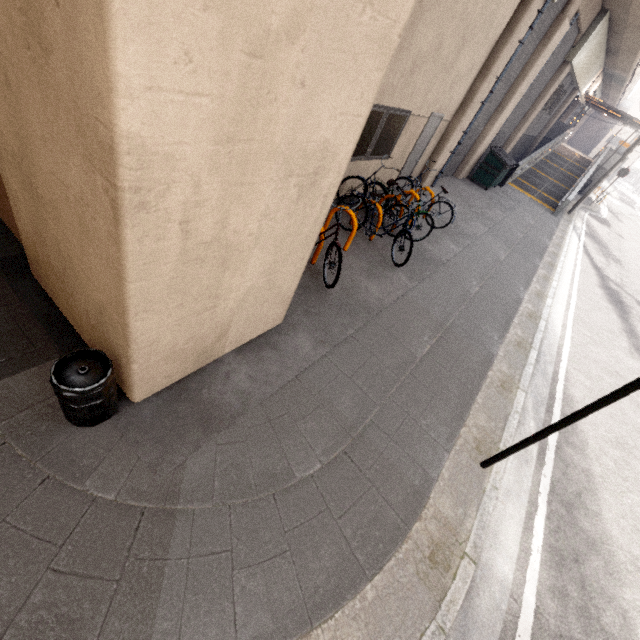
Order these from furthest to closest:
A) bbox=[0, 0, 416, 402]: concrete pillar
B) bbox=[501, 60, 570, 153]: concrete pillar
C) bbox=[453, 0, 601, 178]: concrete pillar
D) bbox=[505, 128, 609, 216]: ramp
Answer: bbox=[505, 128, 609, 216]: ramp < bbox=[501, 60, 570, 153]: concrete pillar < bbox=[453, 0, 601, 178]: concrete pillar < bbox=[0, 0, 416, 402]: concrete pillar

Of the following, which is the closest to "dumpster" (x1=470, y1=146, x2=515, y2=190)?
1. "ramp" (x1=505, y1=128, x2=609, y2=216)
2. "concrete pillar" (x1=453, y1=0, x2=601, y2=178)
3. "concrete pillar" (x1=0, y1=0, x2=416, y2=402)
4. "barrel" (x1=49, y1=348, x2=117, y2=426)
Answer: "concrete pillar" (x1=453, y1=0, x2=601, y2=178)

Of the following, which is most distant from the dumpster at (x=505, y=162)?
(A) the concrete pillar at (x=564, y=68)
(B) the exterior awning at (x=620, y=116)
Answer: (B) the exterior awning at (x=620, y=116)

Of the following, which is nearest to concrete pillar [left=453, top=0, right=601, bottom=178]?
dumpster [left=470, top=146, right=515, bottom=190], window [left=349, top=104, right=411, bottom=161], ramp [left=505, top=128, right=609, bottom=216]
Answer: dumpster [left=470, top=146, right=515, bottom=190]

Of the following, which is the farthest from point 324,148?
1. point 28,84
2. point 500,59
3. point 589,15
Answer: point 589,15

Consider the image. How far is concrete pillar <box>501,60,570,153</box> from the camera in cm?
1515

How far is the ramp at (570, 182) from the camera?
17.4 meters

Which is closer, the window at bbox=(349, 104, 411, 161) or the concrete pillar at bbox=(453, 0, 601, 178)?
the window at bbox=(349, 104, 411, 161)
